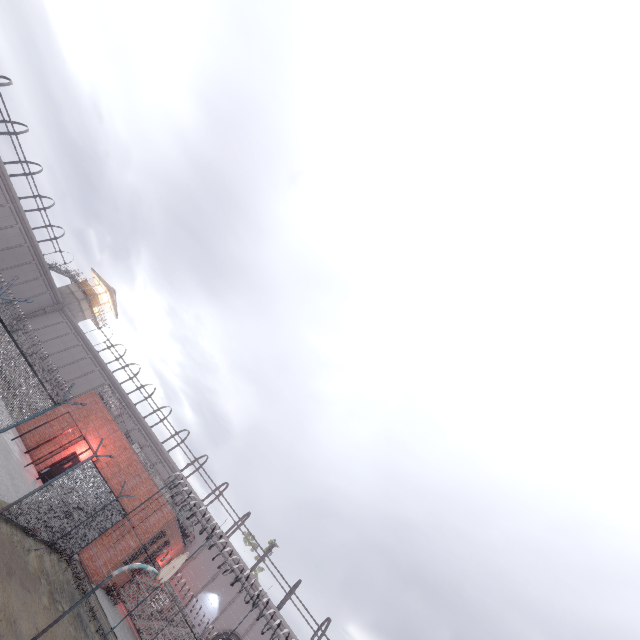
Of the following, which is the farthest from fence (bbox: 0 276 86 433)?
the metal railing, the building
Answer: the building

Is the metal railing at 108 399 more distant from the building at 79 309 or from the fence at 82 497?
the building at 79 309

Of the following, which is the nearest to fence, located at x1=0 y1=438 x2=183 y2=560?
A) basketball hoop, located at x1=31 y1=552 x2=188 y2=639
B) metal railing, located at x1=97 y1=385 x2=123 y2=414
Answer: metal railing, located at x1=97 y1=385 x2=123 y2=414

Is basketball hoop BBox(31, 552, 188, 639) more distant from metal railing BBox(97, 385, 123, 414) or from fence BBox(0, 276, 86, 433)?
metal railing BBox(97, 385, 123, 414)

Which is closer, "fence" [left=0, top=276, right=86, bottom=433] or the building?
"fence" [left=0, top=276, right=86, bottom=433]

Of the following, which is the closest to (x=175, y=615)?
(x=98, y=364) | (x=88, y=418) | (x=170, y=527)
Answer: (x=170, y=527)

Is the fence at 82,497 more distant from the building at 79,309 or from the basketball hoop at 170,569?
the building at 79,309
